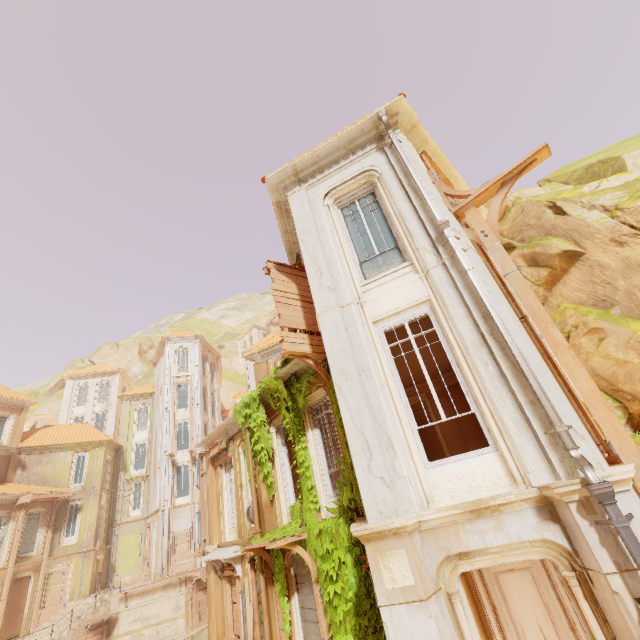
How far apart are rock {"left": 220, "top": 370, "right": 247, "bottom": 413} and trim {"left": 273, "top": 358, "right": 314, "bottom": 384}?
44.10m

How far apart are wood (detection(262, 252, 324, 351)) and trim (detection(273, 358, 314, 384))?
0.0 meters

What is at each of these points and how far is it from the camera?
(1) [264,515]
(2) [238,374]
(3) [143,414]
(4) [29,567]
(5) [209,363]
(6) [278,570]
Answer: (1) column, 10.6 meters
(2) rock, 59.2 meters
(3) window, 35.0 meters
(4) column, 23.0 meters
(5) window, 37.0 meters
(6) plant, 9.5 meters

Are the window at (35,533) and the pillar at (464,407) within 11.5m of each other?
no

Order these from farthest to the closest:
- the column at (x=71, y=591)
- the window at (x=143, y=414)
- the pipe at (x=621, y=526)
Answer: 1. the window at (x=143, y=414)
2. the column at (x=71, y=591)
3. the pipe at (x=621, y=526)

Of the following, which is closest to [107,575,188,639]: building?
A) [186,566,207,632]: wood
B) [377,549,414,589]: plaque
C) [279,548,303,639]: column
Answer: [186,566,207,632]: wood

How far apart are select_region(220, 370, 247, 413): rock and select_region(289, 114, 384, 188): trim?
48.0m

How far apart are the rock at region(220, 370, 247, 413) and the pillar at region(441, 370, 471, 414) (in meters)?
44.49
